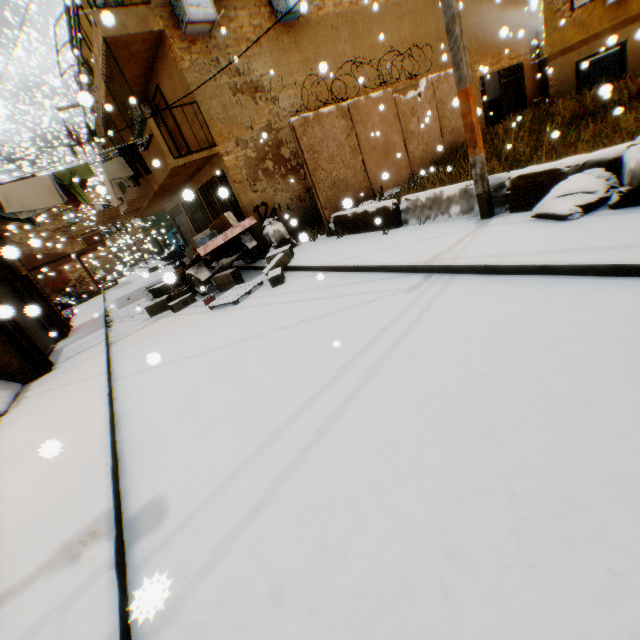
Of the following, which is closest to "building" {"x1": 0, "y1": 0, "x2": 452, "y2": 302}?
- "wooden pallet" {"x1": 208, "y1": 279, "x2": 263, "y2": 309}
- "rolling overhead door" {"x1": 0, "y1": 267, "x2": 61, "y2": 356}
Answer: "rolling overhead door" {"x1": 0, "y1": 267, "x2": 61, "y2": 356}

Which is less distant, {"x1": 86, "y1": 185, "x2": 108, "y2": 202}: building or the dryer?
the dryer

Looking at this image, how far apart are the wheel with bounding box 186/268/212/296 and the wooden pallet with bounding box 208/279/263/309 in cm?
110

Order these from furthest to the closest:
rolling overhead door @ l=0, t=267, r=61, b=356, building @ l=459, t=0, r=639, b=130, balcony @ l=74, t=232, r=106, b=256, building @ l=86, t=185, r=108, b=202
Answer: balcony @ l=74, t=232, r=106, b=256
building @ l=86, t=185, r=108, b=202
building @ l=459, t=0, r=639, b=130
rolling overhead door @ l=0, t=267, r=61, b=356

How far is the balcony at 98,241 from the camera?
23.2 meters

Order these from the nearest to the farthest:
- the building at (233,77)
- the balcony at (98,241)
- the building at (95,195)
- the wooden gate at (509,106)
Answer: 1. the building at (233,77)
2. the wooden gate at (509,106)
3. the building at (95,195)
4. the balcony at (98,241)

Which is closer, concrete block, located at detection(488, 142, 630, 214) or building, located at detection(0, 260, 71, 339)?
concrete block, located at detection(488, 142, 630, 214)

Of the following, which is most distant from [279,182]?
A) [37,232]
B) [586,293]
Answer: [37,232]
